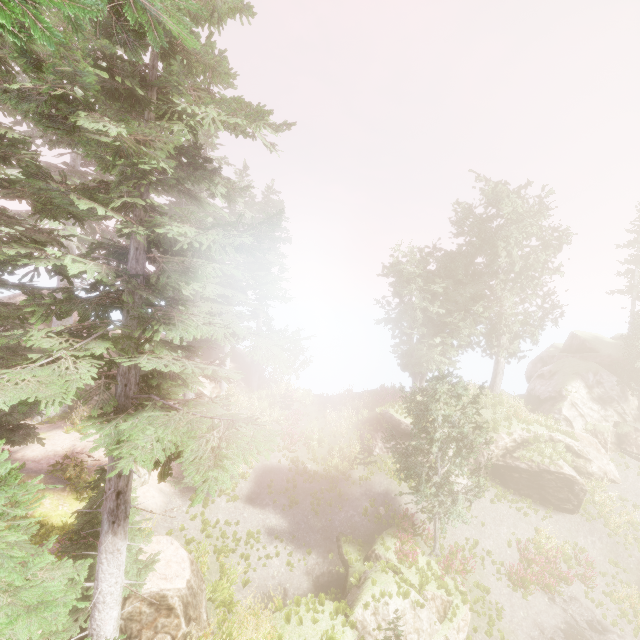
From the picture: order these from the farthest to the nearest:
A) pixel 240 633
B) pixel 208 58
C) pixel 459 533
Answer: pixel 459 533
pixel 240 633
pixel 208 58

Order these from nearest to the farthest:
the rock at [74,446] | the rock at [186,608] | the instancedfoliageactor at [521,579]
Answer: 1. the rock at [186,608]
2. the rock at [74,446]
3. the instancedfoliageactor at [521,579]

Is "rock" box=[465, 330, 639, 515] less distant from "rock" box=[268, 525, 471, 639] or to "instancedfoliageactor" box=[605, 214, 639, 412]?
"instancedfoliageactor" box=[605, 214, 639, 412]

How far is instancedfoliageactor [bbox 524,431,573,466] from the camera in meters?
21.2 m

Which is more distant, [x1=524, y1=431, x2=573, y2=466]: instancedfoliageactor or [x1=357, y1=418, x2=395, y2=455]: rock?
[x1=357, y1=418, x2=395, y2=455]: rock

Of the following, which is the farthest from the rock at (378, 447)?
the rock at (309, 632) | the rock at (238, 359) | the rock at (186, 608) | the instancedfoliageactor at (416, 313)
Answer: the rock at (186, 608)

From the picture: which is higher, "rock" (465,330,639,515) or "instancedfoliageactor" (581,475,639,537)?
"rock" (465,330,639,515)

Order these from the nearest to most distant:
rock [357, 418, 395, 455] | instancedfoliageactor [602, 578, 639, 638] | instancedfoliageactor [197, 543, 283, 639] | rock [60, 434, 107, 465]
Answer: instancedfoliageactor [197, 543, 283, 639]
rock [60, 434, 107, 465]
instancedfoliageactor [602, 578, 639, 638]
rock [357, 418, 395, 455]
